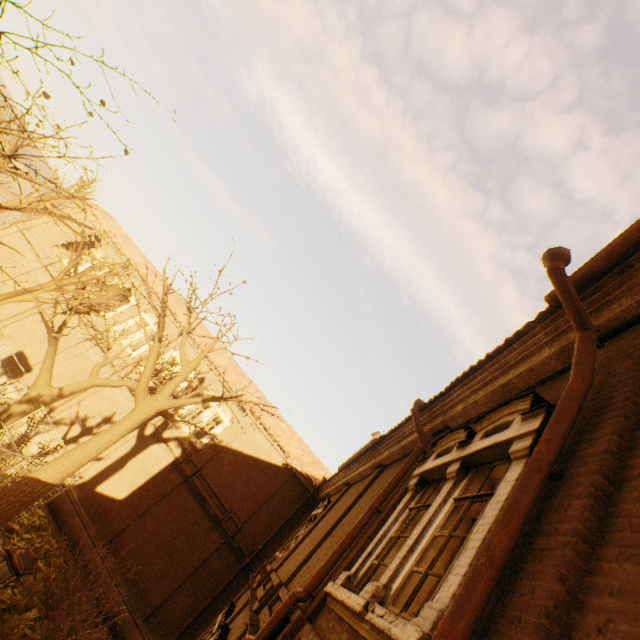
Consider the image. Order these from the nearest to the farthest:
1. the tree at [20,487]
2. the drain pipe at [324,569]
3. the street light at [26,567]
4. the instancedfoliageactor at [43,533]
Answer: the drain pipe at [324,569], the street light at [26,567], the tree at [20,487], the instancedfoliageactor at [43,533]

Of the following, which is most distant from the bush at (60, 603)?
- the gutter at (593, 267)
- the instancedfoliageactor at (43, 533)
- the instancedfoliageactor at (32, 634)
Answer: the gutter at (593, 267)

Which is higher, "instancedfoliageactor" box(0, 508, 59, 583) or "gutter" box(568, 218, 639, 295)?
"gutter" box(568, 218, 639, 295)

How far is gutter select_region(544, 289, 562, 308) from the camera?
3.89m

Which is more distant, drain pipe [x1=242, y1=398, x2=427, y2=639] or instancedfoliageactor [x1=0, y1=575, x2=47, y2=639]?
instancedfoliageactor [x1=0, y1=575, x2=47, y2=639]

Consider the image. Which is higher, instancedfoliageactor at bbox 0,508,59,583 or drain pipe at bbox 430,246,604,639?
drain pipe at bbox 430,246,604,639

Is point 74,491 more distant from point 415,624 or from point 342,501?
point 415,624

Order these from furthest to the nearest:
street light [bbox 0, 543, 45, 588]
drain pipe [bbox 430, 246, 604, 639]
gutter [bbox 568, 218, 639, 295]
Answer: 1. street light [bbox 0, 543, 45, 588]
2. gutter [bbox 568, 218, 639, 295]
3. drain pipe [bbox 430, 246, 604, 639]
